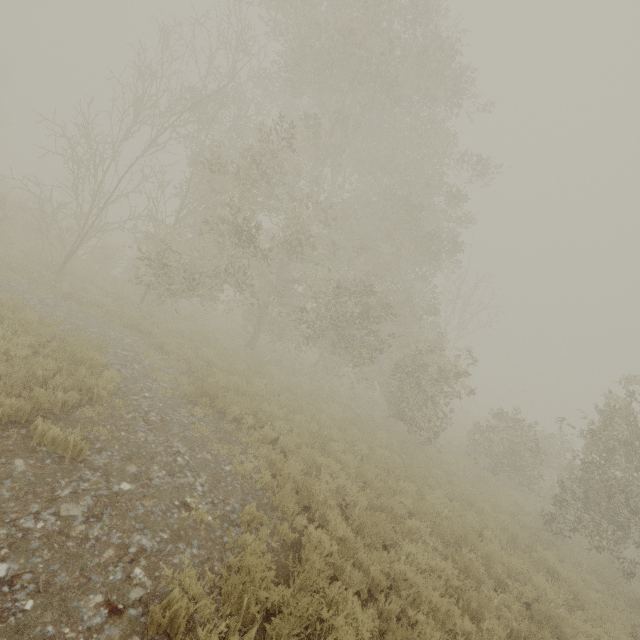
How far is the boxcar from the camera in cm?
5488

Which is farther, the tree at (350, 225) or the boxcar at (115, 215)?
the boxcar at (115, 215)

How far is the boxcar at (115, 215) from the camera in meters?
54.9

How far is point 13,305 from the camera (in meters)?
8.03

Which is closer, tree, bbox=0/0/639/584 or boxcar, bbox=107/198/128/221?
tree, bbox=0/0/639/584
